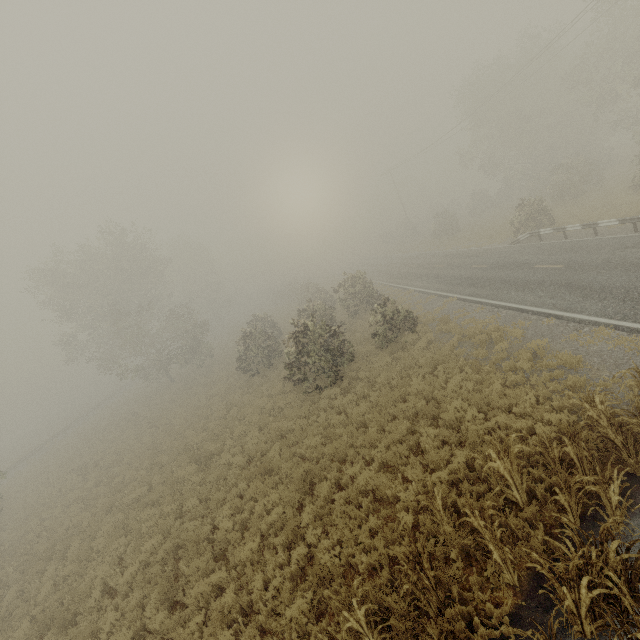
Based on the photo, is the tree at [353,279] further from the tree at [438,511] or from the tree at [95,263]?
the tree at [95,263]

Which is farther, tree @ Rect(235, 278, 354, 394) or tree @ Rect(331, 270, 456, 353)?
tree @ Rect(331, 270, 456, 353)

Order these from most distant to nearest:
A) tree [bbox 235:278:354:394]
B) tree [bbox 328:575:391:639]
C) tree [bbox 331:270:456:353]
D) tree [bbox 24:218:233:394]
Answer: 1. tree [bbox 24:218:233:394]
2. tree [bbox 331:270:456:353]
3. tree [bbox 235:278:354:394]
4. tree [bbox 328:575:391:639]

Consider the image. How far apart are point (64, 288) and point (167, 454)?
19.7m

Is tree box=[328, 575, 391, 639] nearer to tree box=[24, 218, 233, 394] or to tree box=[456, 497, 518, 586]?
tree box=[456, 497, 518, 586]

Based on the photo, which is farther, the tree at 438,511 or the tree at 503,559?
the tree at 438,511

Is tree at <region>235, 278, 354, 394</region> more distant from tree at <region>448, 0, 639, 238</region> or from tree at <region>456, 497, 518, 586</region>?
tree at <region>448, 0, 639, 238</region>

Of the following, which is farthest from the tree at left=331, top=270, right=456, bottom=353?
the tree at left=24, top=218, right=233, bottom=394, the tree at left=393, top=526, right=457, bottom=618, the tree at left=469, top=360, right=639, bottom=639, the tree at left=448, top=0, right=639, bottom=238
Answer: the tree at left=24, top=218, right=233, bottom=394
